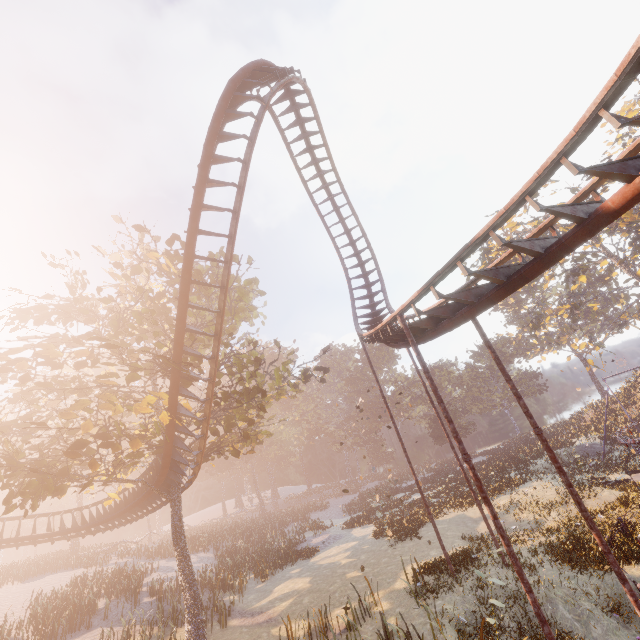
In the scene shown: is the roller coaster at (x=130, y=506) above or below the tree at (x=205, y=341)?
below

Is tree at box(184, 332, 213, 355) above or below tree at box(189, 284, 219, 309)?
below

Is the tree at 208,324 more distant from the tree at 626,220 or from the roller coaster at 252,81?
the tree at 626,220

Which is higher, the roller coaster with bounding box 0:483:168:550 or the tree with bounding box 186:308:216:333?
the tree with bounding box 186:308:216:333

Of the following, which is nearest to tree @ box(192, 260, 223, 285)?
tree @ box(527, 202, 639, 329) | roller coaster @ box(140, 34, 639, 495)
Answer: roller coaster @ box(140, 34, 639, 495)

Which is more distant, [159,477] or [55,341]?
[55,341]

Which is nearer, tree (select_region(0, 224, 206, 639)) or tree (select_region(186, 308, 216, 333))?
tree (select_region(0, 224, 206, 639))

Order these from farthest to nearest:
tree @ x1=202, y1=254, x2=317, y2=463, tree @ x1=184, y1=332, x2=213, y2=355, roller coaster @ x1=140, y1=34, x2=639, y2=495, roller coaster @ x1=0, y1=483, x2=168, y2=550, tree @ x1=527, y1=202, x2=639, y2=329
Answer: tree @ x1=527, y1=202, x2=639, y2=329, roller coaster @ x1=0, y1=483, x2=168, y2=550, tree @ x1=202, y1=254, x2=317, y2=463, tree @ x1=184, y1=332, x2=213, y2=355, roller coaster @ x1=140, y1=34, x2=639, y2=495
